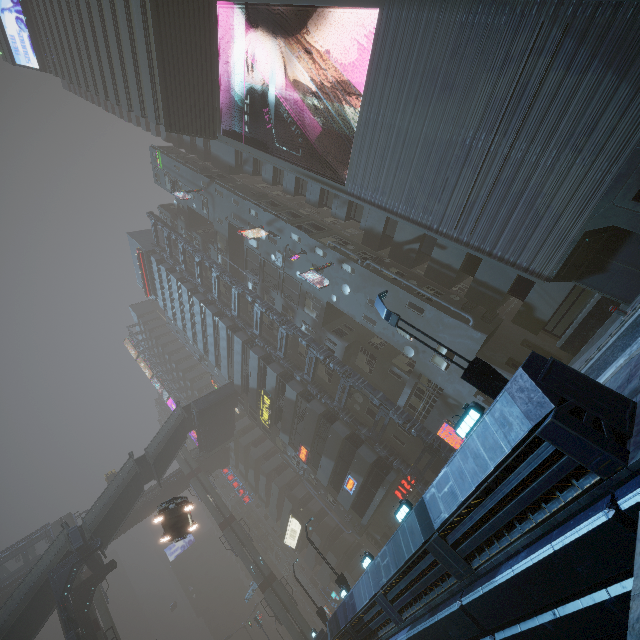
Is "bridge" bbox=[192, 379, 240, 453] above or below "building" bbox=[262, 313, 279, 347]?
above

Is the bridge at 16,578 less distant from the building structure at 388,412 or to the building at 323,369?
the building at 323,369

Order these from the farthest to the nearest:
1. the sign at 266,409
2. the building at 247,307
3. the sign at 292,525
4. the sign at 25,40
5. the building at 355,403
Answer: the sign at 292,525
the sign at 25,40
the building at 247,307
the sign at 266,409
the building at 355,403

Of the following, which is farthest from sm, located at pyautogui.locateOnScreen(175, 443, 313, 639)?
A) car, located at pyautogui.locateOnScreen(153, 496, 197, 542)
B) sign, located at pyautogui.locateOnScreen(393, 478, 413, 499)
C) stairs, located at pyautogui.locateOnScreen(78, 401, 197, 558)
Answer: sign, located at pyautogui.locateOnScreen(393, 478, 413, 499)

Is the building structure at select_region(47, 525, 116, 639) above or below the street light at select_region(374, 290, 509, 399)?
above

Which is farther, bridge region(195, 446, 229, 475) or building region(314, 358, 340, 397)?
bridge region(195, 446, 229, 475)

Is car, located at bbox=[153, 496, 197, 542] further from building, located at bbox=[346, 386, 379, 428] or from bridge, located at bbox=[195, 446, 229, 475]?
bridge, located at bbox=[195, 446, 229, 475]

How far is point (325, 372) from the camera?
31.2m
